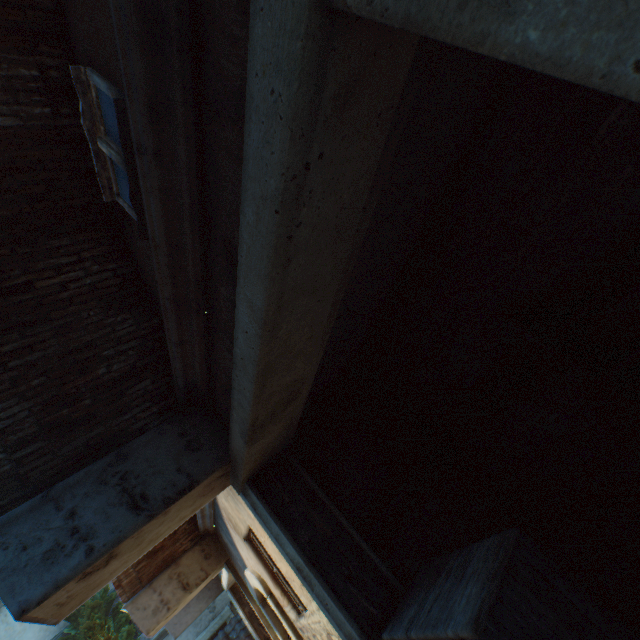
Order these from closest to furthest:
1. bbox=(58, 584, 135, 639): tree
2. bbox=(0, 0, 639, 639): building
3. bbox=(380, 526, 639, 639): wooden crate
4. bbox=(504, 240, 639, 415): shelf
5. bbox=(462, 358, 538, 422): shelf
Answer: bbox=(0, 0, 639, 639): building
bbox=(380, 526, 639, 639): wooden crate
bbox=(504, 240, 639, 415): shelf
bbox=(462, 358, 538, 422): shelf
bbox=(58, 584, 135, 639): tree

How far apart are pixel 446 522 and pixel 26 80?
6.1 meters

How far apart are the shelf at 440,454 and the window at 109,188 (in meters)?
3.67

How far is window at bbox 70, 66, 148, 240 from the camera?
2.13m

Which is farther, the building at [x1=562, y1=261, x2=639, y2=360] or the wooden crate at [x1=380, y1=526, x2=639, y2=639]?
the building at [x1=562, y1=261, x2=639, y2=360]

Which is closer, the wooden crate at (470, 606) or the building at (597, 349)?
the wooden crate at (470, 606)

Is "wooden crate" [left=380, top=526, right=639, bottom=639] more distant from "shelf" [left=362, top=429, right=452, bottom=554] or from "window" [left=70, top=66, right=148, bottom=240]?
"window" [left=70, top=66, right=148, bottom=240]

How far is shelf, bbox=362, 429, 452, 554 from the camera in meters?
3.6
